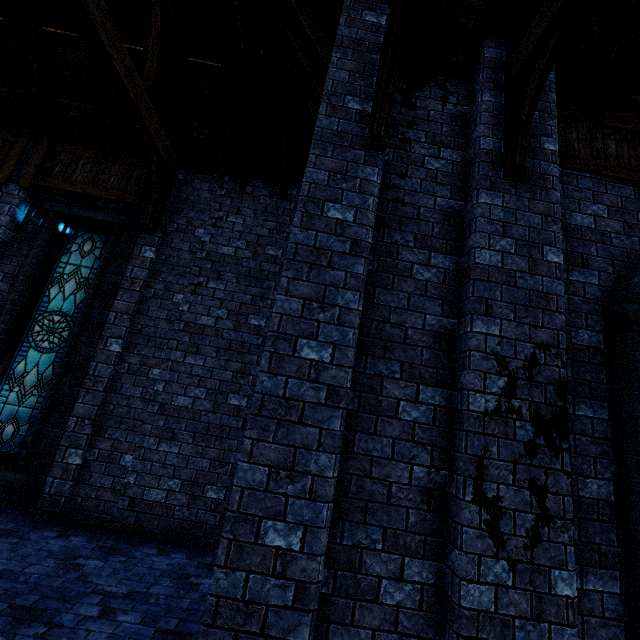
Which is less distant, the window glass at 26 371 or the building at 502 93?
the building at 502 93

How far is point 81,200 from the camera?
7.0 meters

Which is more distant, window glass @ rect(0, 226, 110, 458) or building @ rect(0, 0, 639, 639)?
window glass @ rect(0, 226, 110, 458)
